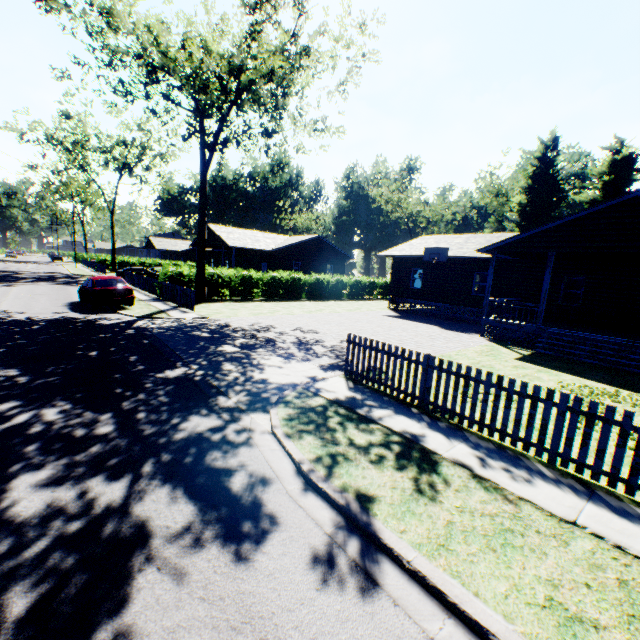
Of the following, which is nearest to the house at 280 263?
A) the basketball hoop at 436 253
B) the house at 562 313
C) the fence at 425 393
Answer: the house at 562 313

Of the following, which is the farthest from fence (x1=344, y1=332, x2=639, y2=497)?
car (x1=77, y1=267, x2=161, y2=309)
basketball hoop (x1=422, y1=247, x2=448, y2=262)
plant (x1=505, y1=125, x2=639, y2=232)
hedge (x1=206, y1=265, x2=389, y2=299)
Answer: hedge (x1=206, y1=265, x2=389, y2=299)

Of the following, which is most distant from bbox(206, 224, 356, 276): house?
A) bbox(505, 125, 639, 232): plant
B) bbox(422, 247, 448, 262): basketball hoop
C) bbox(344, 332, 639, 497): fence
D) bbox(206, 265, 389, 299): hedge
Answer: bbox(505, 125, 639, 232): plant

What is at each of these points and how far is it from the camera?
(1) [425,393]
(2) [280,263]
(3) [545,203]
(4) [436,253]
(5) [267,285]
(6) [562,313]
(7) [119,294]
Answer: (1) fence, 7.0 meters
(2) house, 34.5 meters
(3) plant, 46.3 meters
(4) basketball hoop, 22.3 meters
(5) hedge, 27.6 meters
(6) house, 18.3 meters
(7) car, 16.7 meters

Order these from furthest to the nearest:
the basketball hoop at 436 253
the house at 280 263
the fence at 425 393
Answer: the house at 280 263
the basketball hoop at 436 253
the fence at 425 393

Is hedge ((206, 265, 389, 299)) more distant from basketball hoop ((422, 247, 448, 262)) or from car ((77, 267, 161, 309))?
basketball hoop ((422, 247, 448, 262))

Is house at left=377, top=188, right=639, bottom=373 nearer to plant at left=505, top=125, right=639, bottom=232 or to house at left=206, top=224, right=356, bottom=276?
house at left=206, top=224, right=356, bottom=276

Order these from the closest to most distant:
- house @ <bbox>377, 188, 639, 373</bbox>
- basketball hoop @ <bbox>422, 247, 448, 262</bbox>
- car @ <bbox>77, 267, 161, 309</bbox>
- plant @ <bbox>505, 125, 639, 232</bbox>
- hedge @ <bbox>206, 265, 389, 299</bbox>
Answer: house @ <bbox>377, 188, 639, 373</bbox>, car @ <bbox>77, 267, 161, 309</bbox>, basketball hoop @ <bbox>422, 247, 448, 262</bbox>, hedge @ <bbox>206, 265, 389, 299</bbox>, plant @ <bbox>505, 125, 639, 232</bbox>
